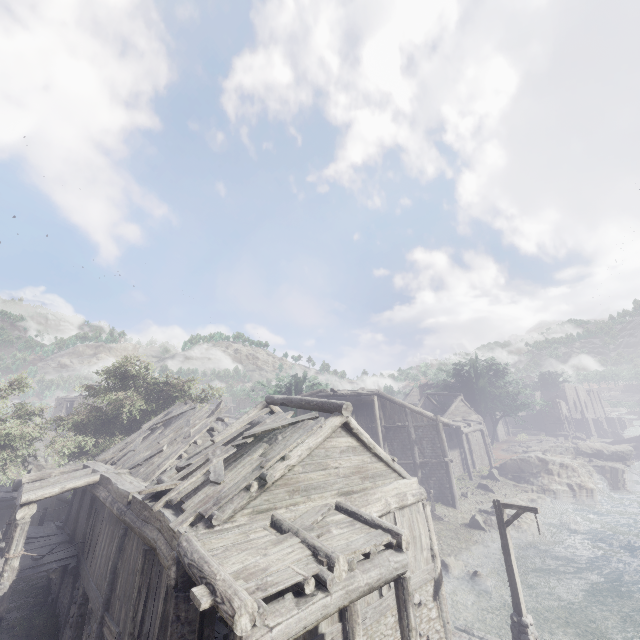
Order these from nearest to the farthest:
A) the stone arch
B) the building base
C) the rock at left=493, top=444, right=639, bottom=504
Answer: the building base
the rock at left=493, top=444, right=639, bottom=504
the stone arch

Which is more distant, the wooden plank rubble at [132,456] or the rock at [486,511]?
the rock at [486,511]

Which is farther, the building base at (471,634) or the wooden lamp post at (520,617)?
the building base at (471,634)

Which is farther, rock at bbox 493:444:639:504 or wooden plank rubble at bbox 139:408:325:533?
rock at bbox 493:444:639:504

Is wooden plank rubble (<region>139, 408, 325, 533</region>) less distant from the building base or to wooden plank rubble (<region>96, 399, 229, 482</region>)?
wooden plank rubble (<region>96, 399, 229, 482</region>)

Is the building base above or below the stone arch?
below

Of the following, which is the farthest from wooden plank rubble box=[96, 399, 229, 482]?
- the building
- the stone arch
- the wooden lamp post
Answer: the stone arch

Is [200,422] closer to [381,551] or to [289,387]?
[381,551]
